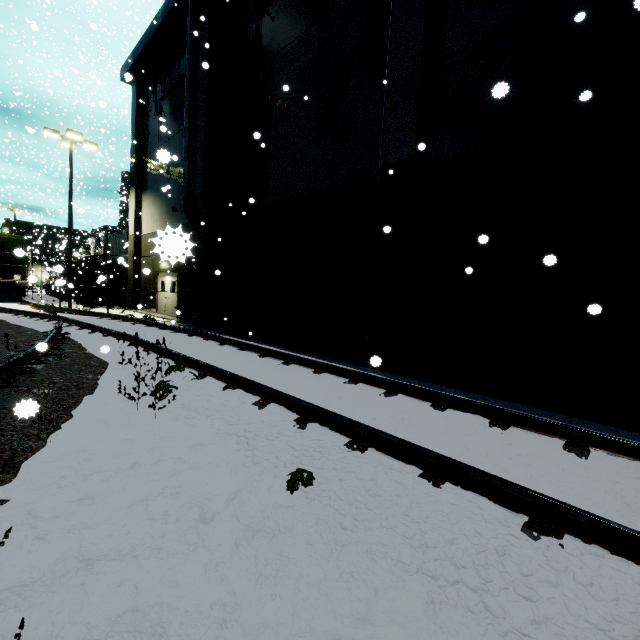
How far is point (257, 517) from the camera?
2.4m

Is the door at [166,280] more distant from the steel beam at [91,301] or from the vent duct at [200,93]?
the steel beam at [91,301]

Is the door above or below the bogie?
above

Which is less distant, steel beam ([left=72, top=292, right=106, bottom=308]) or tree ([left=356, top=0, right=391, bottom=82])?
tree ([left=356, top=0, right=391, bottom=82])

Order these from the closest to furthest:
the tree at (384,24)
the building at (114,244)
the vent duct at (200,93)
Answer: the tree at (384,24), the vent duct at (200,93), the building at (114,244)

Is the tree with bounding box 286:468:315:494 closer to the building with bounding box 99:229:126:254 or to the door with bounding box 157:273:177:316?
the building with bounding box 99:229:126:254

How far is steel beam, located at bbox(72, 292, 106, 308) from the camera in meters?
21.3

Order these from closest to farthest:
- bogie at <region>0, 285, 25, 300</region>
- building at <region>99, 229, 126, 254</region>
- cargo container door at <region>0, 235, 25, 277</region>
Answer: cargo container door at <region>0, 235, 25, 277</region>
bogie at <region>0, 285, 25, 300</region>
building at <region>99, 229, 126, 254</region>
